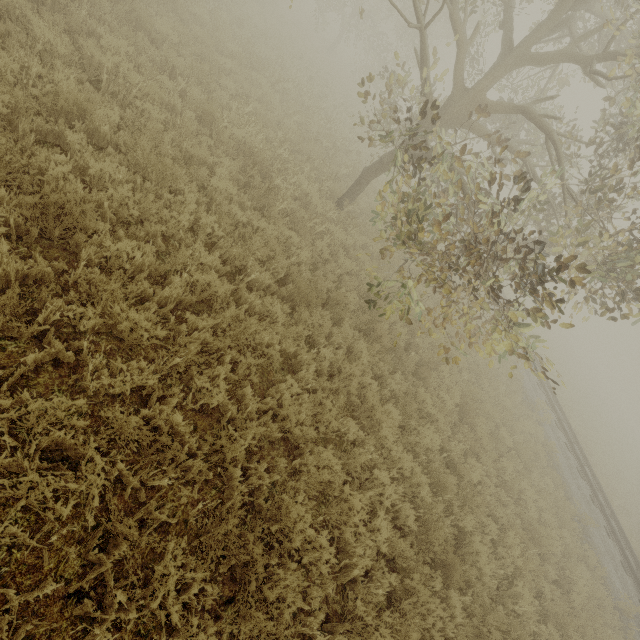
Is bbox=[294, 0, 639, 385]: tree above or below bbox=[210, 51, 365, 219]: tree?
above

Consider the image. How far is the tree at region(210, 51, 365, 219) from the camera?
7.4 meters

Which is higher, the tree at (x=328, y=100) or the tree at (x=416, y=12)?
the tree at (x=416, y=12)

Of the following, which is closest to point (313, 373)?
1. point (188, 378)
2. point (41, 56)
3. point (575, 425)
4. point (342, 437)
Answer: point (342, 437)

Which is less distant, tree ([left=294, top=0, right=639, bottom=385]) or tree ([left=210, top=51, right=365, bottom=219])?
tree ([left=294, top=0, right=639, bottom=385])

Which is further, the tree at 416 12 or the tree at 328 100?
the tree at 328 100
